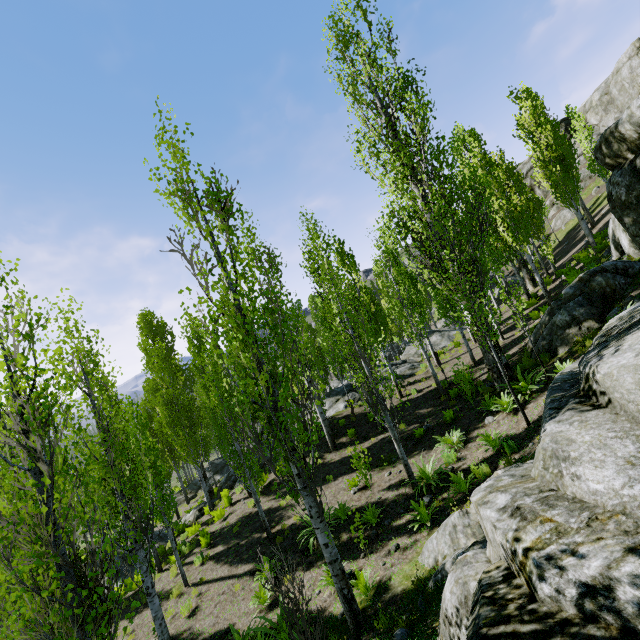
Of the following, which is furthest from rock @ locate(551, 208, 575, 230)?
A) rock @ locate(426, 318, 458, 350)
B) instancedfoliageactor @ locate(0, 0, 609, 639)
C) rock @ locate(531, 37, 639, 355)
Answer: rock @ locate(426, 318, 458, 350)

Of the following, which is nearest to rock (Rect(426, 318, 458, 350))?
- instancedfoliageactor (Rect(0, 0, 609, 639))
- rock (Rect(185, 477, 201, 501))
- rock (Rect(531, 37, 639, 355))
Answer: instancedfoliageactor (Rect(0, 0, 609, 639))

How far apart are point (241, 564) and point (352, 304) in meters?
10.4 m

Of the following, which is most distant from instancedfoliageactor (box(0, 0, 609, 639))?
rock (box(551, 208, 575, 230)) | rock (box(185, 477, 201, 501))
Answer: rock (box(551, 208, 575, 230))

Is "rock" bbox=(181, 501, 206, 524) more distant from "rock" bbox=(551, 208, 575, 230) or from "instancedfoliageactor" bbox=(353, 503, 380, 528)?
"rock" bbox=(551, 208, 575, 230)

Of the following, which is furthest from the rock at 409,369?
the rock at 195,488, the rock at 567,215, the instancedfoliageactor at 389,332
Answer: the rock at 567,215

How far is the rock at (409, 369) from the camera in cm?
2144

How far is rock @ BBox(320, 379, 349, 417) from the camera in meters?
21.0
